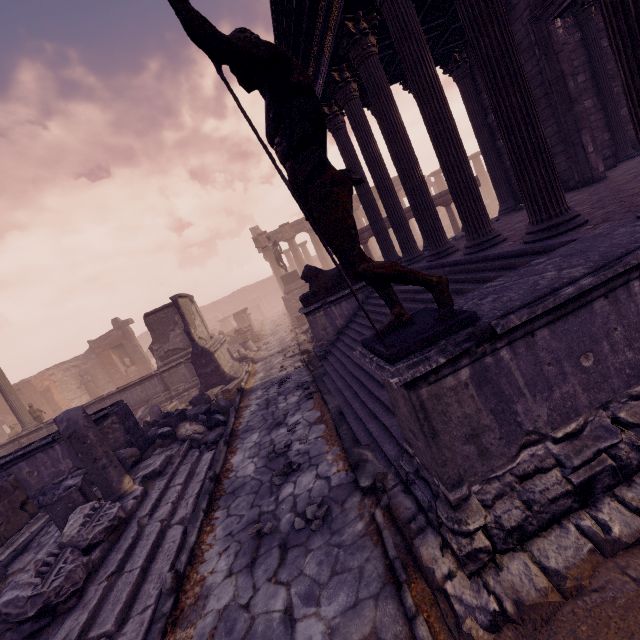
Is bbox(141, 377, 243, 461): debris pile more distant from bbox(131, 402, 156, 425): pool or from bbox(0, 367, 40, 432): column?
bbox(0, 367, 40, 432): column

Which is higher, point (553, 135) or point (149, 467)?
point (553, 135)

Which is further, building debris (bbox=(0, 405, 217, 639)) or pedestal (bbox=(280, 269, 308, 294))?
pedestal (bbox=(280, 269, 308, 294))

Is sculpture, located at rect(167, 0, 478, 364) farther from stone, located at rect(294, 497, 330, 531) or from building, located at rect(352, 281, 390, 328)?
stone, located at rect(294, 497, 330, 531)

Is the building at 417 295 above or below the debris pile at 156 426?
above

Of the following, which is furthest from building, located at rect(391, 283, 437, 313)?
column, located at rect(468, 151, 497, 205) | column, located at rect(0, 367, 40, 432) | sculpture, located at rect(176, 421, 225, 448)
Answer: column, located at rect(468, 151, 497, 205)

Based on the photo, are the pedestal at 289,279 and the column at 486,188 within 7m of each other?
no

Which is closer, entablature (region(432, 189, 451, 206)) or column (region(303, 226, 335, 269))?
entablature (region(432, 189, 451, 206))
